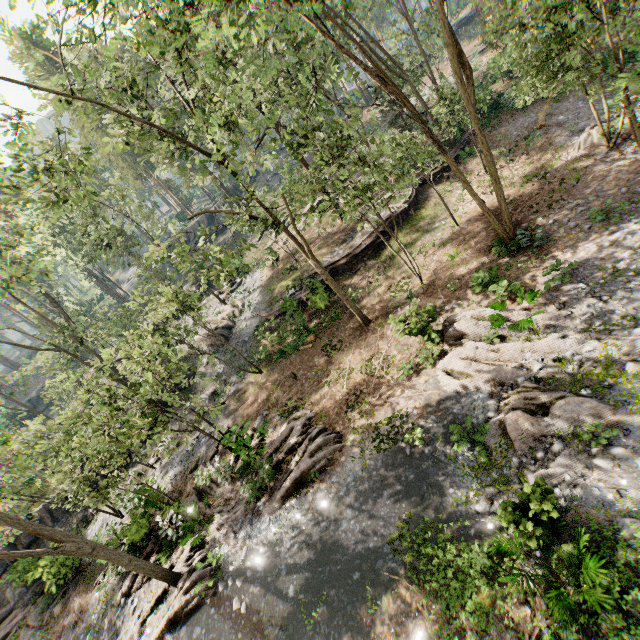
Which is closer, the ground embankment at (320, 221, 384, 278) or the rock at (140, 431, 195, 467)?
the rock at (140, 431, 195, 467)

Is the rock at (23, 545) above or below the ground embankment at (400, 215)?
above

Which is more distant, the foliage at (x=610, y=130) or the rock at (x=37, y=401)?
the rock at (x=37, y=401)

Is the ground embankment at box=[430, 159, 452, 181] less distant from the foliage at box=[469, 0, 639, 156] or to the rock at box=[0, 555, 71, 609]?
the foliage at box=[469, 0, 639, 156]

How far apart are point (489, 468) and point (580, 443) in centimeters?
240cm

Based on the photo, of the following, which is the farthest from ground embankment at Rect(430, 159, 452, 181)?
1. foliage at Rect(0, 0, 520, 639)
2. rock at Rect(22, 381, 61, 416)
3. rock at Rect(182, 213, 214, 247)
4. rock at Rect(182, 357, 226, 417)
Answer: rock at Rect(22, 381, 61, 416)

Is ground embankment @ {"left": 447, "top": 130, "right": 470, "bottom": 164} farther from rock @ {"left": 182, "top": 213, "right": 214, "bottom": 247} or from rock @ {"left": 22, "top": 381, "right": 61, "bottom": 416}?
rock @ {"left": 22, "top": 381, "right": 61, "bottom": 416}

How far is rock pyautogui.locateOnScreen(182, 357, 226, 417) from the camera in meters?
24.4
